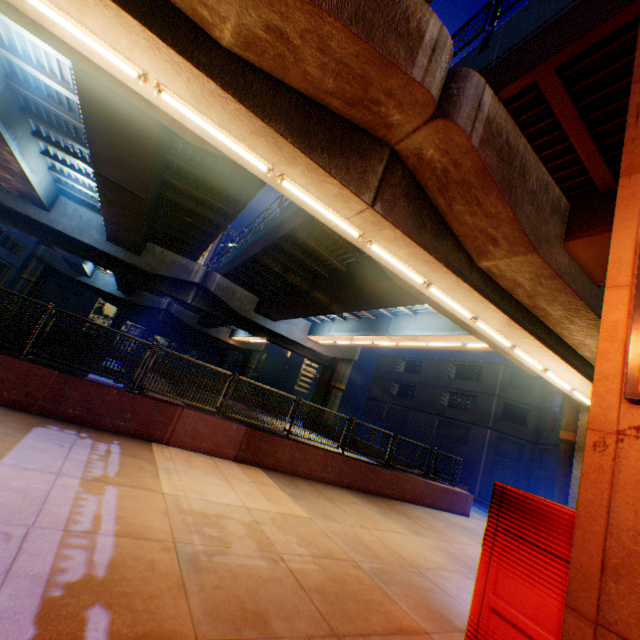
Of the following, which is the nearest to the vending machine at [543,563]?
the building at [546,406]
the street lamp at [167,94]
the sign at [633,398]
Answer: the sign at [633,398]

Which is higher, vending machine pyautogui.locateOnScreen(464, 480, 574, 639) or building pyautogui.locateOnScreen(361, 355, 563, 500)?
building pyautogui.locateOnScreen(361, 355, 563, 500)

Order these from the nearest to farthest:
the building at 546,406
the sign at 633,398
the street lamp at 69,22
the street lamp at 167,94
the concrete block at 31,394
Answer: the sign at 633,398
the street lamp at 69,22
the street lamp at 167,94
the concrete block at 31,394
the building at 546,406

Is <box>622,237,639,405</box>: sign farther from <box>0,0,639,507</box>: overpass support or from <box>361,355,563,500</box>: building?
<box>361,355,563,500</box>: building

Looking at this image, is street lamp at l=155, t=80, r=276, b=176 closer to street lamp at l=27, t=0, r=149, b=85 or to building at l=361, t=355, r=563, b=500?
street lamp at l=27, t=0, r=149, b=85

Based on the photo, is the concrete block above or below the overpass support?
below

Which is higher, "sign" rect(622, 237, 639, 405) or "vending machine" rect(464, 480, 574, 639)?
"sign" rect(622, 237, 639, 405)

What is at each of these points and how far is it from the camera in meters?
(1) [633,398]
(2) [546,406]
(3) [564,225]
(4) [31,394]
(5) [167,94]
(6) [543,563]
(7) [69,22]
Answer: (1) sign, 2.7
(2) building, 27.0
(3) overpass support, 7.8
(4) concrete block, 6.7
(5) street lamp, 5.6
(6) vending machine, 3.0
(7) street lamp, 4.9
